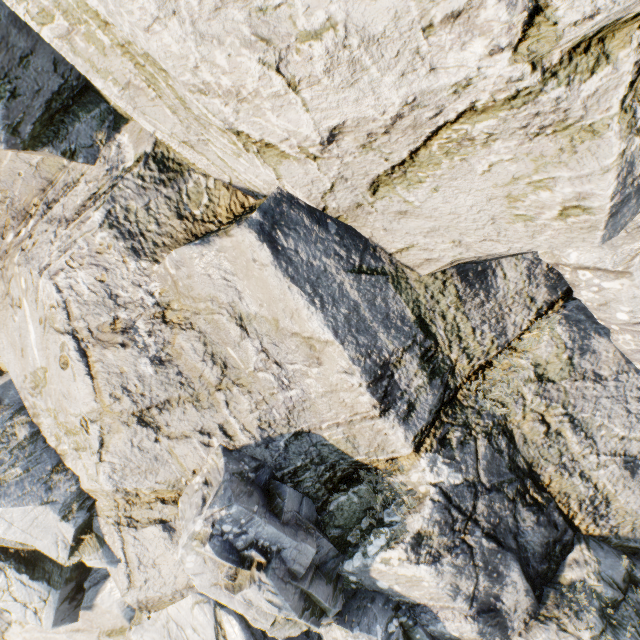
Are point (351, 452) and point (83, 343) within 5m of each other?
no
